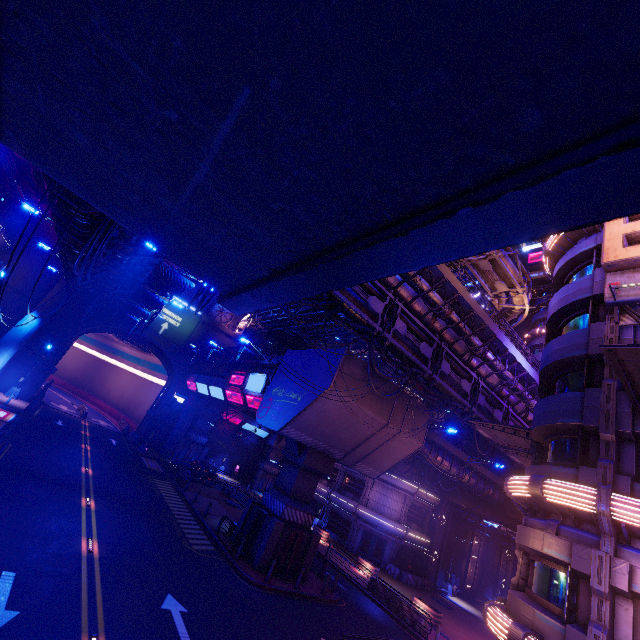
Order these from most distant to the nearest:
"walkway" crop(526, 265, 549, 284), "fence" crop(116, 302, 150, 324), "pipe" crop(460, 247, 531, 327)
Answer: "walkway" crop(526, 265, 549, 284), "fence" crop(116, 302, 150, 324), "pipe" crop(460, 247, 531, 327)

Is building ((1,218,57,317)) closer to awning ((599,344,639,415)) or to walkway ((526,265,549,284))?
walkway ((526,265,549,284))

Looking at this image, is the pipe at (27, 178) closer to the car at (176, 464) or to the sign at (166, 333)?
the sign at (166, 333)

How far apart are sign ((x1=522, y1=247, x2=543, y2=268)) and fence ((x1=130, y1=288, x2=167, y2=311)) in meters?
49.8 m

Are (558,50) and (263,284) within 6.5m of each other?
yes

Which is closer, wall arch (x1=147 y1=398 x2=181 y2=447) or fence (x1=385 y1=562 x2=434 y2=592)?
fence (x1=385 y1=562 x2=434 y2=592)

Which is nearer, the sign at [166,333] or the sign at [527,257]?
the sign at [166,333]

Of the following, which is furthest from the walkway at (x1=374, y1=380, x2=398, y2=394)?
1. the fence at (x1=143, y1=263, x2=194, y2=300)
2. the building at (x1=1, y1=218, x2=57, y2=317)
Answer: the building at (x1=1, y1=218, x2=57, y2=317)
